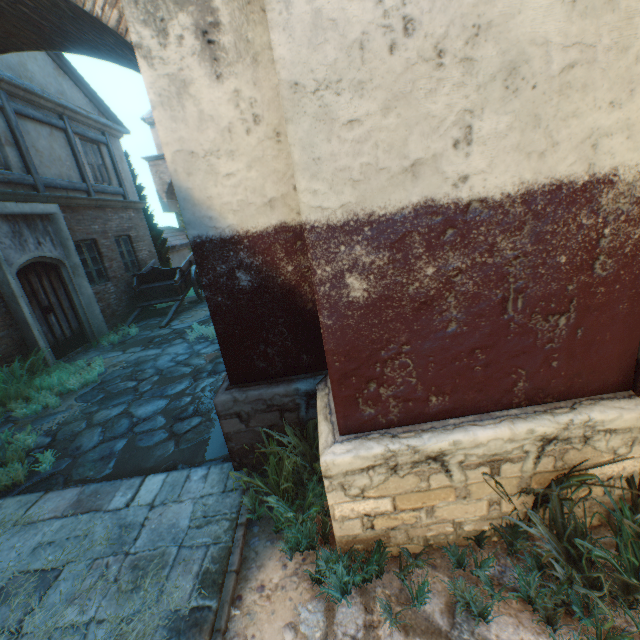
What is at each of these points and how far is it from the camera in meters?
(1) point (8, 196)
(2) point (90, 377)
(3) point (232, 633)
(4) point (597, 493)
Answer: (1) building, 7.0
(2) plants, 6.3
(3) ground stones, 2.1
(4) building, 2.3

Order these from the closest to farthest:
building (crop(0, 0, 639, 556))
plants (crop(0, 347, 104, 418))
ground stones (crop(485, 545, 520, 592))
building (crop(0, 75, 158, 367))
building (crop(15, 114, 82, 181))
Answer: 1. building (crop(0, 0, 639, 556))
2. ground stones (crop(485, 545, 520, 592))
3. plants (crop(0, 347, 104, 418))
4. building (crop(0, 75, 158, 367))
5. building (crop(15, 114, 82, 181))

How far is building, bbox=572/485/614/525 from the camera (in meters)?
2.25

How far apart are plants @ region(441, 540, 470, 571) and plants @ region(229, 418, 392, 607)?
0.85m

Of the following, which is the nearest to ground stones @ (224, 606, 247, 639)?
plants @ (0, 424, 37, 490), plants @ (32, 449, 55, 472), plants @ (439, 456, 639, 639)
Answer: plants @ (439, 456, 639, 639)

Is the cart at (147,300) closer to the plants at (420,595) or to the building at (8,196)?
the building at (8,196)

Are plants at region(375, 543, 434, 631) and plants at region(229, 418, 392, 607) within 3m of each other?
yes

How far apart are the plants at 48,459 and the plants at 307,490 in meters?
2.8 m
